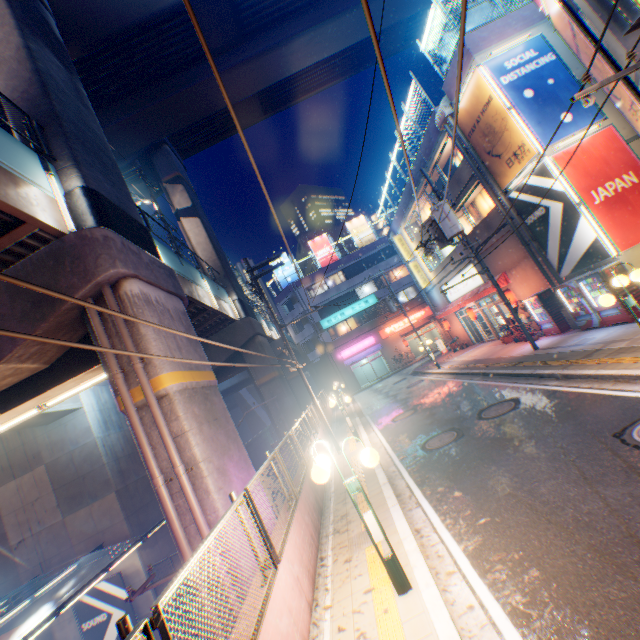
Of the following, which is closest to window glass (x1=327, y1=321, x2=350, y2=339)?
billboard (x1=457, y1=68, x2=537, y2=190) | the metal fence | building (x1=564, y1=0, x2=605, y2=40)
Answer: the metal fence

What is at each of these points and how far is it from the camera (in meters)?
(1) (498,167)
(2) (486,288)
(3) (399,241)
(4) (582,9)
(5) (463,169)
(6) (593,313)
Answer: (1) billboard, 14.13
(2) awning, 18.17
(3) sign, 28.36
(4) building, 6.93
(5) building, 16.66
(6) vending machine, 12.29

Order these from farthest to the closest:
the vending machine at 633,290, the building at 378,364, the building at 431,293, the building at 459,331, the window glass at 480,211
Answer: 1. the building at 378,364
2. the building at 459,331
3. the building at 431,293
4. the window glass at 480,211
5. the vending machine at 633,290

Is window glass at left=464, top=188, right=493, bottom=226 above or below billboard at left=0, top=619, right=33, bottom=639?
above

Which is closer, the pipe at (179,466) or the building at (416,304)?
A: the pipe at (179,466)

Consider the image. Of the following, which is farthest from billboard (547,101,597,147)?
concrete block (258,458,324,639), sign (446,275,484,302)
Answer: concrete block (258,458,324,639)

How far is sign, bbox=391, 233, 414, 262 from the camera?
28.1m

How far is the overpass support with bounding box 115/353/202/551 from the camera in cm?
741
